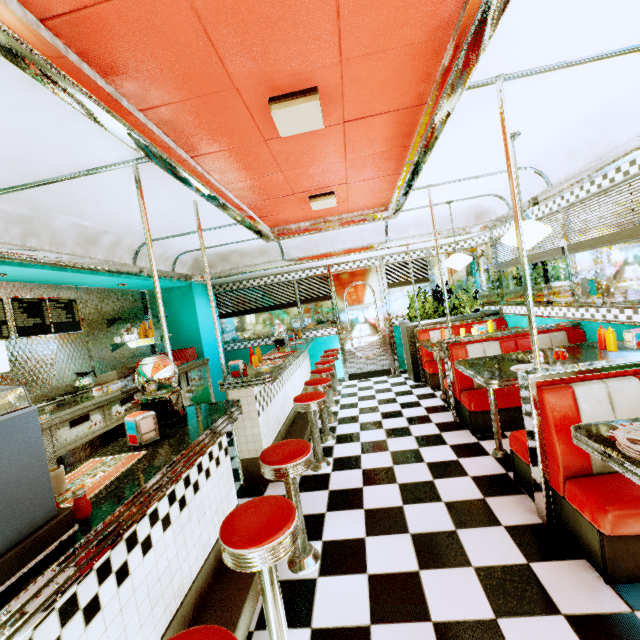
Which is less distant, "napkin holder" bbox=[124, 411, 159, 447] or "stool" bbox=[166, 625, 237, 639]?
"stool" bbox=[166, 625, 237, 639]

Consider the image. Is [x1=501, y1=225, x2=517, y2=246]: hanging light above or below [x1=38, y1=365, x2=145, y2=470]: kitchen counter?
above

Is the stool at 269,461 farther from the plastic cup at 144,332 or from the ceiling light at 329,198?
the plastic cup at 144,332

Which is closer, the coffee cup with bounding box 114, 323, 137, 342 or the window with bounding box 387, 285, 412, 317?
the coffee cup with bounding box 114, 323, 137, 342

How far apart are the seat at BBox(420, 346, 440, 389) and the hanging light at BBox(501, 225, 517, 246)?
2.87m

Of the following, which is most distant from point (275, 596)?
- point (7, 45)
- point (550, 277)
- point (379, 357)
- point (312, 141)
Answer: point (379, 357)

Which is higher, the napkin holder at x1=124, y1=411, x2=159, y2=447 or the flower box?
the napkin holder at x1=124, y1=411, x2=159, y2=447

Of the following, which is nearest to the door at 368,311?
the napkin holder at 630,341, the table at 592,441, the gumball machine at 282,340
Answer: the gumball machine at 282,340
